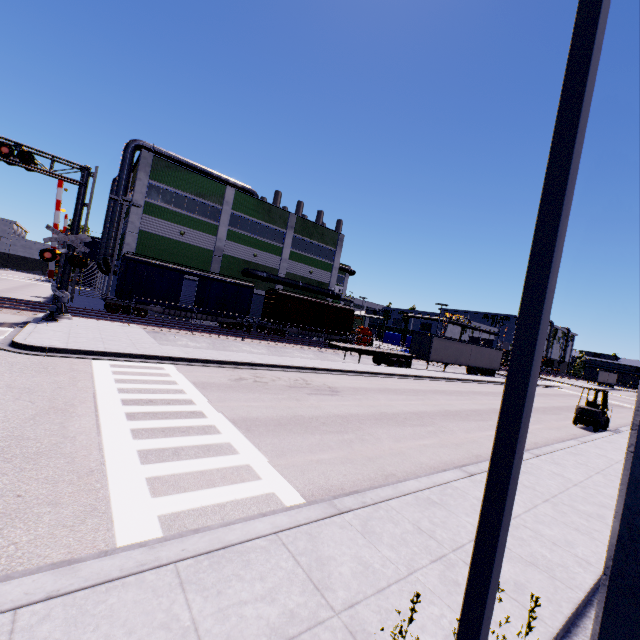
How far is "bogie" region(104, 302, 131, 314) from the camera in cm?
2502

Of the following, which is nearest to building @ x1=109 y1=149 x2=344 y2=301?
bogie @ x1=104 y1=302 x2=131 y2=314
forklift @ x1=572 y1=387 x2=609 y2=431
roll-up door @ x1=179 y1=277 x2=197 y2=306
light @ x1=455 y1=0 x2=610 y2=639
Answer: roll-up door @ x1=179 y1=277 x2=197 y2=306

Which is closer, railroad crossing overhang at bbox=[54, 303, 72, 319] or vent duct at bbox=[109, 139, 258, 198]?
railroad crossing overhang at bbox=[54, 303, 72, 319]

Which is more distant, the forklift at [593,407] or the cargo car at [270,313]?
the cargo car at [270,313]

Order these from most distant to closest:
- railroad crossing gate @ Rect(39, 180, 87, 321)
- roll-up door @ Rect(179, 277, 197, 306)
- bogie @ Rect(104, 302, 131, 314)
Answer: roll-up door @ Rect(179, 277, 197, 306)
bogie @ Rect(104, 302, 131, 314)
railroad crossing gate @ Rect(39, 180, 87, 321)

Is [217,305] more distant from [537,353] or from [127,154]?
[537,353]

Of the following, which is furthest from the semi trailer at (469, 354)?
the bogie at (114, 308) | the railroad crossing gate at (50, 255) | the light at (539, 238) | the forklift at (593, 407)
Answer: the railroad crossing gate at (50, 255)

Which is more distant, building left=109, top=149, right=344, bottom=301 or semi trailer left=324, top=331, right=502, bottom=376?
building left=109, top=149, right=344, bottom=301
